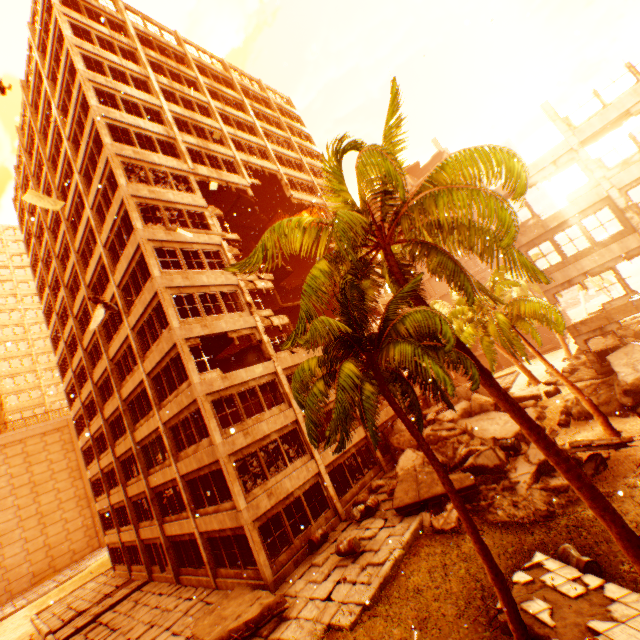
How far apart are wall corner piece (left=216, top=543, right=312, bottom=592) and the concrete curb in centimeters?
473cm

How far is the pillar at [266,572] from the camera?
13.5 meters

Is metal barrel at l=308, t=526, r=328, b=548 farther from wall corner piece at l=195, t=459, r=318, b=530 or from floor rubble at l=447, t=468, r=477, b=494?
floor rubble at l=447, t=468, r=477, b=494

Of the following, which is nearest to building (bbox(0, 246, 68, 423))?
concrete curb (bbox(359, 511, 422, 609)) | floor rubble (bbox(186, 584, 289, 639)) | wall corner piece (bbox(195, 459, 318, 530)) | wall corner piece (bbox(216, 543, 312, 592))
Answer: wall corner piece (bbox(195, 459, 318, 530))

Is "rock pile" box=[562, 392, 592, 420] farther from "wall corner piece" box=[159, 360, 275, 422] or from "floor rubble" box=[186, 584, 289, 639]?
"wall corner piece" box=[159, 360, 275, 422]

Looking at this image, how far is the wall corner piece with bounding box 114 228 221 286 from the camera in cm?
1736

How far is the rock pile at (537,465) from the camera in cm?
1205

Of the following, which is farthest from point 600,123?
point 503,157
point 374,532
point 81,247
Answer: point 81,247
